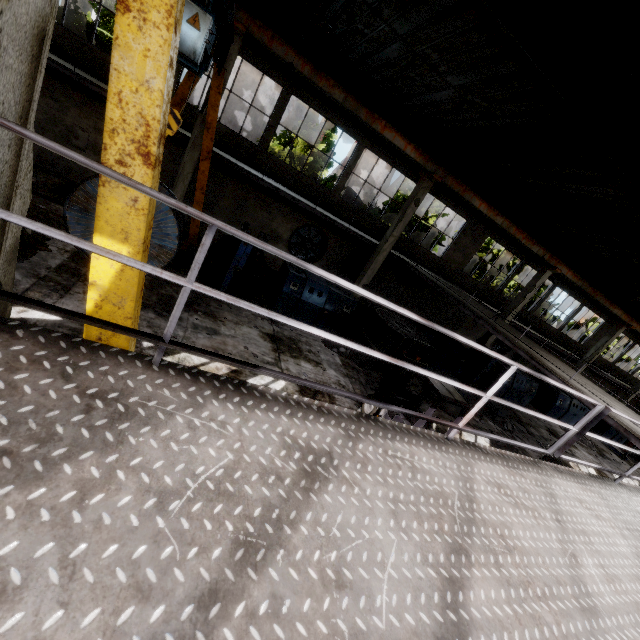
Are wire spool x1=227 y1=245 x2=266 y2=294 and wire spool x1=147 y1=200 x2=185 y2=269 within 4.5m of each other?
yes

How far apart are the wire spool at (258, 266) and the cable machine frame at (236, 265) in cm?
6

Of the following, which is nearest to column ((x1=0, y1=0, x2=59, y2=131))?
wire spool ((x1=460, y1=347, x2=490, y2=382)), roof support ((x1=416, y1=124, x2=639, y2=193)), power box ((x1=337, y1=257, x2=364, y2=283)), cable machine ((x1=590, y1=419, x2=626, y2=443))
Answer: roof support ((x1=416, y1=124, x2=639, y2=193))

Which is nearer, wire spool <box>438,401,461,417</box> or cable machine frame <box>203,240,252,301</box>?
cable machine frame <box>203,240,252,301</box>

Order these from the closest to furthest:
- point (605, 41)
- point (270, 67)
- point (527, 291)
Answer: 1. point (605, 41)
2. point (270, 67)
3. point (527, 291)

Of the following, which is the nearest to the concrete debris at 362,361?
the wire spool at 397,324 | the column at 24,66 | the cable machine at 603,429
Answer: the wire spool at 397,324

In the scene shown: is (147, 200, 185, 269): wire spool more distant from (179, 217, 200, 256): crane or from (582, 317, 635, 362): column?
(582, 317, 635, 362): column

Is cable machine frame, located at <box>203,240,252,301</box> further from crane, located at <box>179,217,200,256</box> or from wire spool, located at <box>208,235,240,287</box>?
crane, located at <box>179,217,200,256</box>
